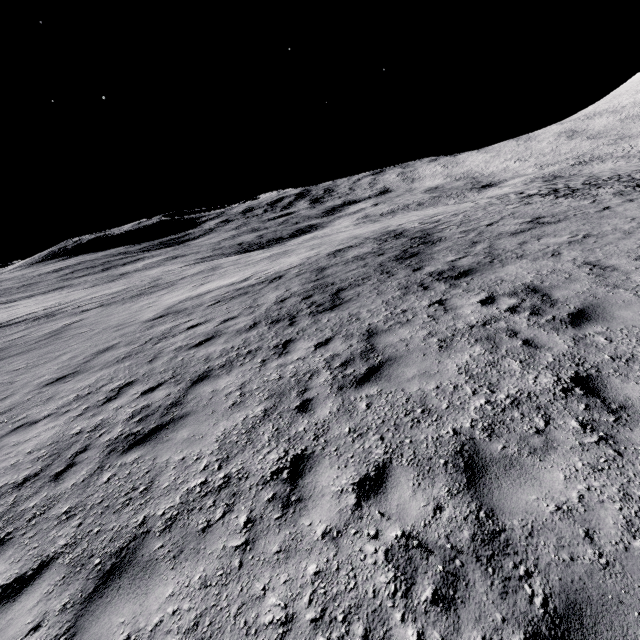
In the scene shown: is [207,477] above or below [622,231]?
below
